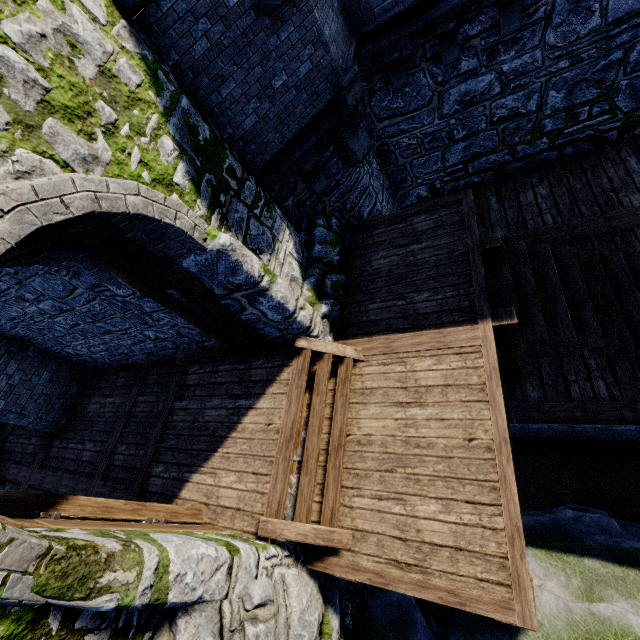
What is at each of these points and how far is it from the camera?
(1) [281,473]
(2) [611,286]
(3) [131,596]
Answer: (1) stairs, 4.2m
(2) stairs, 5.0m
(3) building tower, 2.3m

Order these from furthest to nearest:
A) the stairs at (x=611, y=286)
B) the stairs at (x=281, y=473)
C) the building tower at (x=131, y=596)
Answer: the stairs at (x=611, y=286) < the stairs at (x=281, y=473) < the building tower at (x=131, y=596)

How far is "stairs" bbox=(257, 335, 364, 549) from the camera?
3.9m

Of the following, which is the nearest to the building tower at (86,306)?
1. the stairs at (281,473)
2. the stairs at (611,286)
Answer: the stairs at (281,473)

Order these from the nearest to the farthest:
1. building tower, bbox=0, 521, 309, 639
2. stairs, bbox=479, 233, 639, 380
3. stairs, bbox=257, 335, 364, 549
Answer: building tower, bbox=0, 521, 309, 639
stairs, bbox=257, 335, 364, 549
stairs, bbox=479, 233, 639, 380

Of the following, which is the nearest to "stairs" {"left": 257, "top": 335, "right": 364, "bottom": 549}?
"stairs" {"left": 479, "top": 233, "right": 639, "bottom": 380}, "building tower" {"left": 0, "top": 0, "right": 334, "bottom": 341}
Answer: "building tower" {"left": 0, "top": 0, "right": 334, "bottom": 341}
